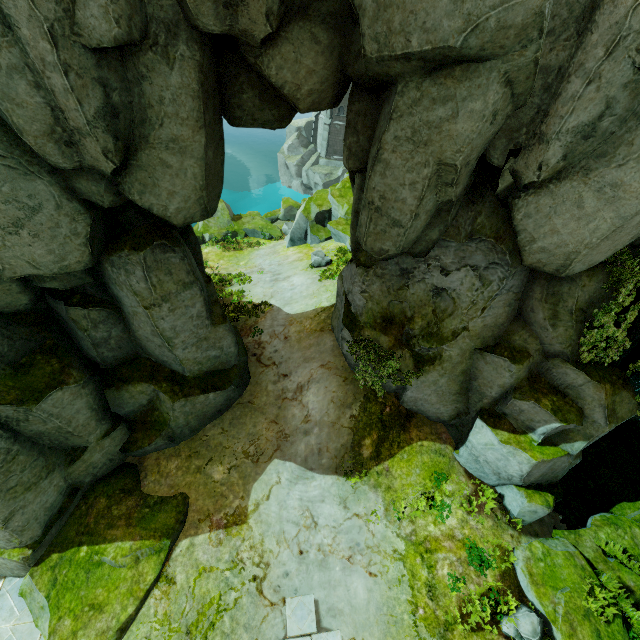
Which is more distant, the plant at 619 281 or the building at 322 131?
the building at 322 131

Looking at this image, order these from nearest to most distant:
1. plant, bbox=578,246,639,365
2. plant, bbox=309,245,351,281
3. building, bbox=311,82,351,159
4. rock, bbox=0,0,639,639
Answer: rock, bbox=0,0,639,639
plant, bbox=578,246,639,365
plant, bbox=309,245,351,281
building, bbox=311,82,351,159

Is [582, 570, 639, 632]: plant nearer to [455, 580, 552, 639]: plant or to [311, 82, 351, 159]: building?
[455, 580, 552, 639]: plant

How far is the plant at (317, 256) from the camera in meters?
16.2 m

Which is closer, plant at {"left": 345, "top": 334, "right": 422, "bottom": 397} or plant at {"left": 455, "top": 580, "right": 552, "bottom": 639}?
plant at {"left": 455, "top": 580, "right": 552, "bottom": 639}

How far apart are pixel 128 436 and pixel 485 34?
13.76m

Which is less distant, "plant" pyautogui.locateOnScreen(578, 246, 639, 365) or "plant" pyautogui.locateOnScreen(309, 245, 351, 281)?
"plant" pyautogui.locateOnScreen(578, 246, 639, 365)

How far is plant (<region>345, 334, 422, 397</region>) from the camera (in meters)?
9.52
